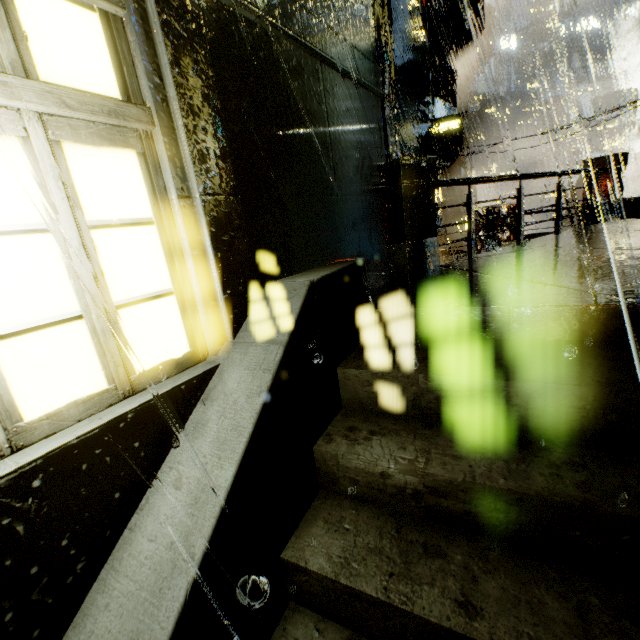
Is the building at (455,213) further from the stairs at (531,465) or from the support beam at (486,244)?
the stairs at (531,465)

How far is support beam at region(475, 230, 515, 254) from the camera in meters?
10.5 m

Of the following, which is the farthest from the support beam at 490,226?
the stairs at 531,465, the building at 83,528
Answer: the stairs at 531,465

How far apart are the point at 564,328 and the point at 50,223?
3.31m

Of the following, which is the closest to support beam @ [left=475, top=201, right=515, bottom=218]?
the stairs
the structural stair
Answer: the structural stair

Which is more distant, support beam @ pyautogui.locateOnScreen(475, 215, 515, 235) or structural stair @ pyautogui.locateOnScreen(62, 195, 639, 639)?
support beam @ pyautogui.locateOnScreen(475, 215, 515, 235)
